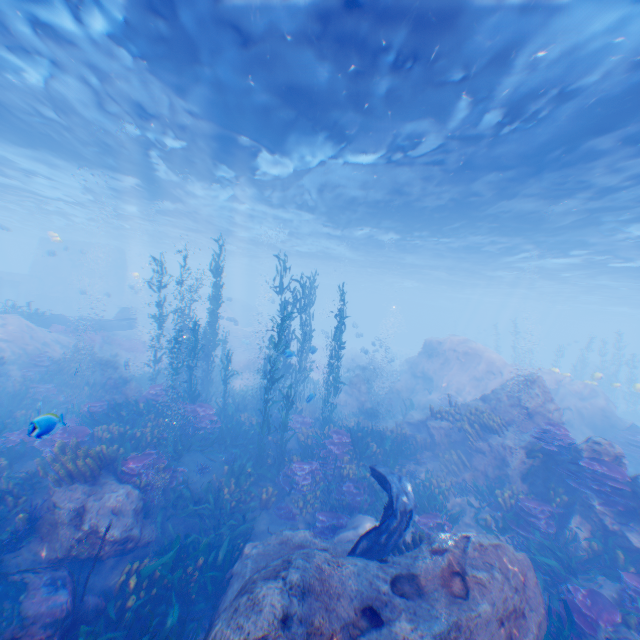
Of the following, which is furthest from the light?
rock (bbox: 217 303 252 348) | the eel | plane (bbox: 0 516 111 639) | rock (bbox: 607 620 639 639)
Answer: rock (bbox: 607 620 639 639)

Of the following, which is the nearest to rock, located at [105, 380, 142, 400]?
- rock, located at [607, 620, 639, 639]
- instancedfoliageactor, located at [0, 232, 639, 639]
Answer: instancedfoliageactor, located at [0, 232, 639, 639]

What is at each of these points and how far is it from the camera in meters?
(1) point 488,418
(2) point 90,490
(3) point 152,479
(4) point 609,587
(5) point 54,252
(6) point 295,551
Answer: (1) instancedfoliageactor, 11.6 m
(2) rock, 7.7 m
(3) instancedfoliageactor, 9.1 m
(4) rock, 7.0 m
(5) submarine, 23.4 m
(6) rock, 5.5 m

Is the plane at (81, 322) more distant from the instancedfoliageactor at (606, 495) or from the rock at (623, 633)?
the rock at (623, 633)

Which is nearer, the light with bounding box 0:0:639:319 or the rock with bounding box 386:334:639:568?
the light with bounding box 0:0:639:319

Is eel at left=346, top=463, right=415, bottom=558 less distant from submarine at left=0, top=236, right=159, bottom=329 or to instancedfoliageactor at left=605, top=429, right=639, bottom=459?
instancedfoliageactor at left=605, top=429, right=639, bottom=459

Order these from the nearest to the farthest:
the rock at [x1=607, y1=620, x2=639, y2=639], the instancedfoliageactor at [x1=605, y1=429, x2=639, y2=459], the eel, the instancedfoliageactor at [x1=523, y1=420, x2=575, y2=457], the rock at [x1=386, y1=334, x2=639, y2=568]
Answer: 1. the rock at [x1=607, y1=620, x2=639, y2=639]
2. the eel
3. the rock at [x1=386, y1=334, x2=639, y2=568]
4. the instancedfoliageactor at [x1=523, y1=420, x2=575, y2=457]
5. the instancedfoliageactor at [x1=605, y1=429, x2=639, y2=459]

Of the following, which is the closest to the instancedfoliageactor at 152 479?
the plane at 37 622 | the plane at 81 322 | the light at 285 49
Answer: the plane at 37 622
